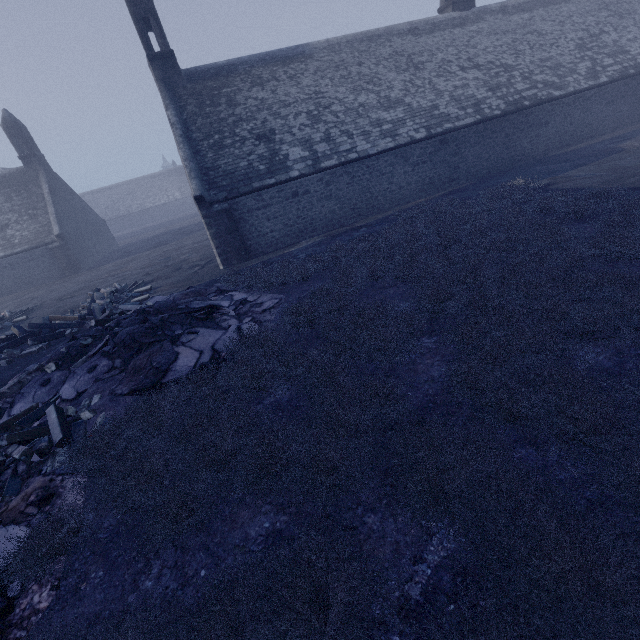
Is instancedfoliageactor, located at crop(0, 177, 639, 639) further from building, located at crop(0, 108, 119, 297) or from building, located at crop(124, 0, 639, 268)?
building, located at crop(0, 108, 119, 297)

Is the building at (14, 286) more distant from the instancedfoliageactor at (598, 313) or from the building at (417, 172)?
the instancedfoliageactor at (598, 313)

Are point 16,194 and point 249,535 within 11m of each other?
no

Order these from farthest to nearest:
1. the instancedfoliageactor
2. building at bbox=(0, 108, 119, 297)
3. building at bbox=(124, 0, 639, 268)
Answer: building at bbox=(0, 108, 119, 297), building at bbox=(124, 0, 639, 268), the instancedfoliageactor

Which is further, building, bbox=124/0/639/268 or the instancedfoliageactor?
building, bbox=124/0/639/268
